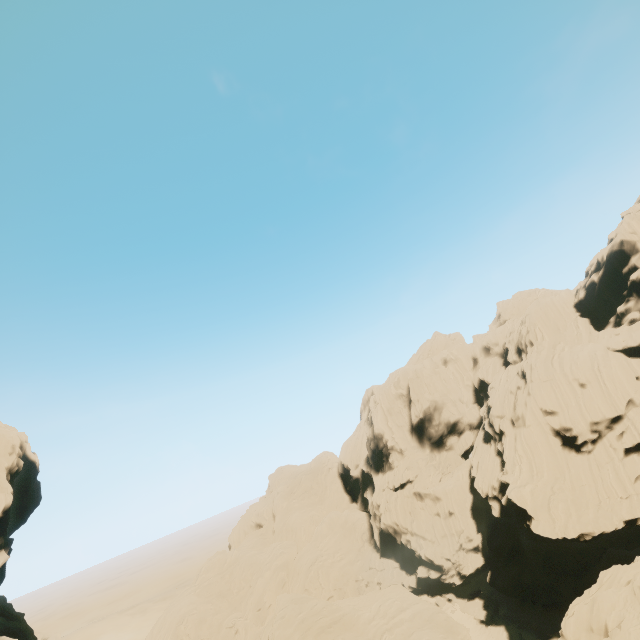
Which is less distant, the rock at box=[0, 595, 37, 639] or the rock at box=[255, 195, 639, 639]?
the rock at box=[255, 195, 639, 639]

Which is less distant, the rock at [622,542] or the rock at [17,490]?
the rock at [17,490]

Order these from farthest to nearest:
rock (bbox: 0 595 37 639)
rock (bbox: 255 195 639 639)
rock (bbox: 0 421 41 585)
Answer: rock (bbox: 0 595 37 639) → rock (bbox: 255 195 639 639) → rock (bbox: 0 421 41 585)

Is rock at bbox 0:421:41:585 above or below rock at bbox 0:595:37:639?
above

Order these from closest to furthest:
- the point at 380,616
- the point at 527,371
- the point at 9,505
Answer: the point at 9,505 → the point at 380,616 → the point at 527,371
